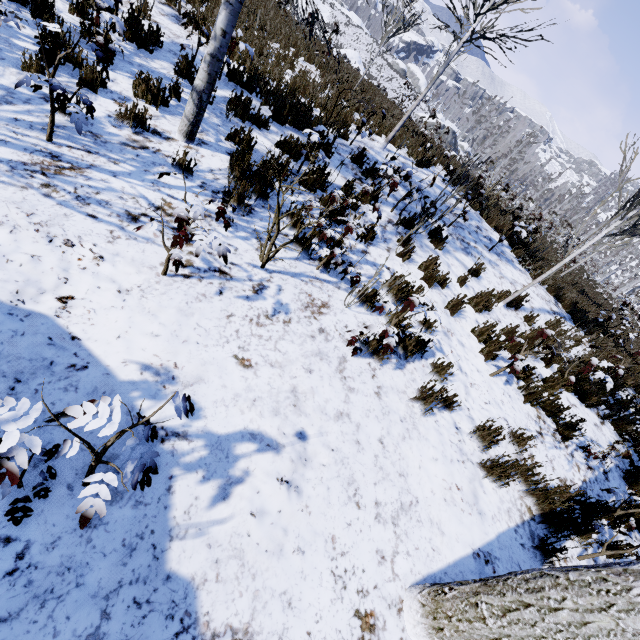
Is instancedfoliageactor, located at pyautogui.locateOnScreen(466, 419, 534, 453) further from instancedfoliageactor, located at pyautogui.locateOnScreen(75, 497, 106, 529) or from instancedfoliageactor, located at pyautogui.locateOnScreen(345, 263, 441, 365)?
instancedfoliageactor, located at pyautogui.locateOnScreen(75, 497, 106, 529)

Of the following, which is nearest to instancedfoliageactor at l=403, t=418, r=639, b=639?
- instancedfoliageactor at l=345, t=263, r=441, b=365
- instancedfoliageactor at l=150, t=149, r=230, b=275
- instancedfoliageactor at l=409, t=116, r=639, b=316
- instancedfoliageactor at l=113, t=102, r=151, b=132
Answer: instancedfoliageactor at l=345, t=263, r=441, b=365

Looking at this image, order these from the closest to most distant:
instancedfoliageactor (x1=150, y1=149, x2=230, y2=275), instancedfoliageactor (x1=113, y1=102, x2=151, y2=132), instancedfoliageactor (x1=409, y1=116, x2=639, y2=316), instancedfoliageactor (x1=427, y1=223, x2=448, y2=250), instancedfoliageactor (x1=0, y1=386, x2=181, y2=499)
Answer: instancedfoliageactor (x1=0, y1=386, x2=181, y2=499)
instancedfoliageactor (x1=150, y1=149, x2=230, y2=275)
instancedfoliageactor (x1=113, y1=102, x2=151, y2=132)
instancedfoliageactor (x1=409, y1=116, x2=639, y2=316)
instancedfoliageactor (x1=427, y1=223, x2=448, y2=250)

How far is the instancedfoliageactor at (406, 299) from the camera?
3.4 meters

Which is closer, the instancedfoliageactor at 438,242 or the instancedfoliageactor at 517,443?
the instancedfoliageactor at 517,443

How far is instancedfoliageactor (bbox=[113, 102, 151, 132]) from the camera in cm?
405

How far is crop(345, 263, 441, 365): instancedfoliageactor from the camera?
3.4m

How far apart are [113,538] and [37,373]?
1.19m
